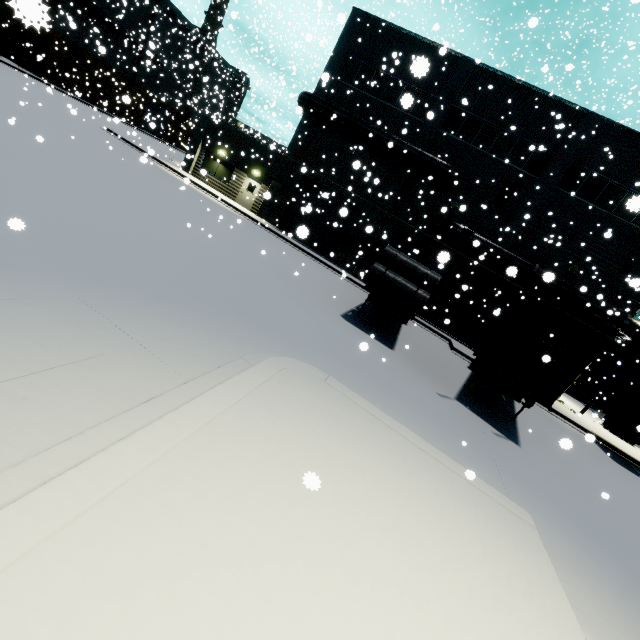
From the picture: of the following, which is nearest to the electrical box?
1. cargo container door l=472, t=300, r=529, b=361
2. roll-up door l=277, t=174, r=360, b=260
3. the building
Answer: the building

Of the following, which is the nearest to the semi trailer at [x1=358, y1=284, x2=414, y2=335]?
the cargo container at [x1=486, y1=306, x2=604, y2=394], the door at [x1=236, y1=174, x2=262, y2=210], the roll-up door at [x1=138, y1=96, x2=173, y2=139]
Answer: the cargo container at [x1=486, y1=306, x2=604, y2=394]

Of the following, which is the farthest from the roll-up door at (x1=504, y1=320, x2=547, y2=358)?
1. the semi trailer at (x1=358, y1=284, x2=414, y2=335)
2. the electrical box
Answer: the electrical box

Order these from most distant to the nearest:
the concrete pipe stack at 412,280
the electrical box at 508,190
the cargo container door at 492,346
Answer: the electrical box at 508,190, the concrete pipe stack at 412,280, the cargo container door at 492,346

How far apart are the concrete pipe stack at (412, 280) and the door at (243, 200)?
14.69m

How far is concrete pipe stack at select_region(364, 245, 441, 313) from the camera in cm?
1139

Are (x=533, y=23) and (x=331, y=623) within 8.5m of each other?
yes

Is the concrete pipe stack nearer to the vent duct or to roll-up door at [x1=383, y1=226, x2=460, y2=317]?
roll-up door at [x1=383, y1=226, x2=460, y2=317]
